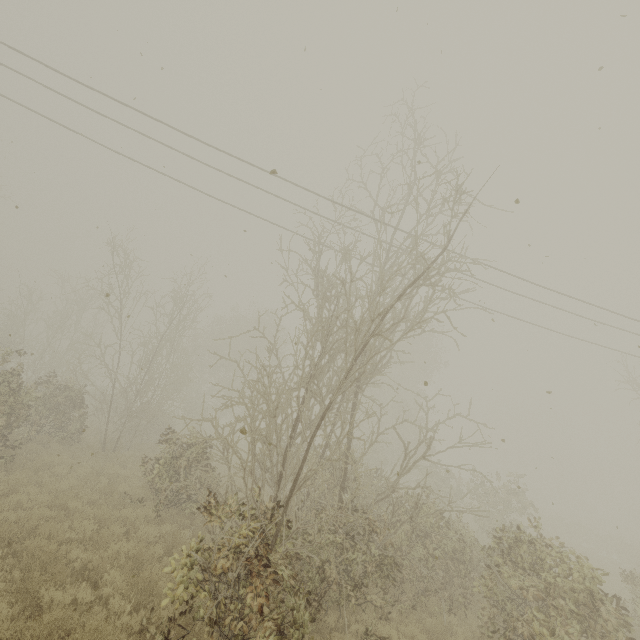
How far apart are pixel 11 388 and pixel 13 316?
15.7 meters
